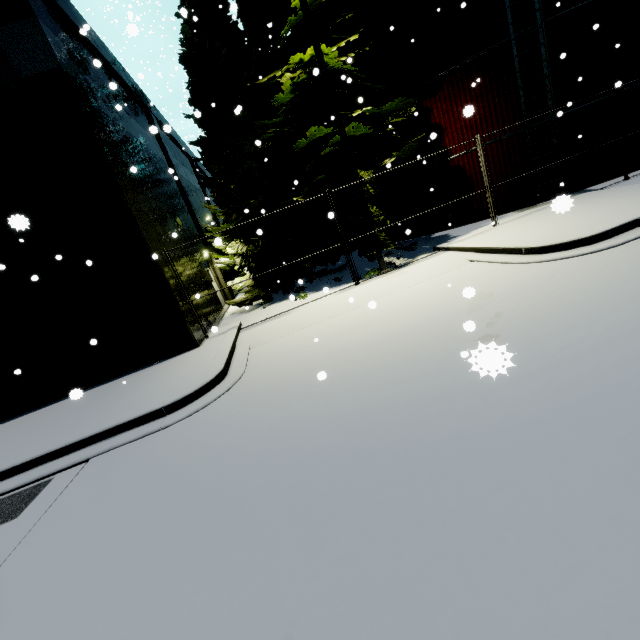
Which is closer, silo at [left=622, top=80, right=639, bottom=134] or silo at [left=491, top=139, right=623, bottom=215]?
silo at [left=622, top=80, right=639, bottom=134]

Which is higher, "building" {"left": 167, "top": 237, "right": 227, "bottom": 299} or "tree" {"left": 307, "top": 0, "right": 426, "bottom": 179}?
"tree" {"left": 307, "top": 0, "right": 426, "bottom": 179}

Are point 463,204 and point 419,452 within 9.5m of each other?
no

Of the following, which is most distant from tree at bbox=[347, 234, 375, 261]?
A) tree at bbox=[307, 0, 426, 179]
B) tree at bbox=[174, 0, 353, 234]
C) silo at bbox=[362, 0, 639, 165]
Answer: tree at bbox=[174, 0, 353, 234]

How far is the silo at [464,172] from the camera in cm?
1350

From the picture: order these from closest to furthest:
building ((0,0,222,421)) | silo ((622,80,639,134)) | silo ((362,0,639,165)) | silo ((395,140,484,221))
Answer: building ((0,0,222,421)) → silo ((362,0,639,165)) → silo ((622,80,639,134)) → silo ((395,140,484,221))

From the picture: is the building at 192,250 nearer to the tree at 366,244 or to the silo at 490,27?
the silo at 490,27

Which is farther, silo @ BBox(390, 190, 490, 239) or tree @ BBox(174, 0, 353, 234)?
silo @ BBox(390, 190, 490, 239)
